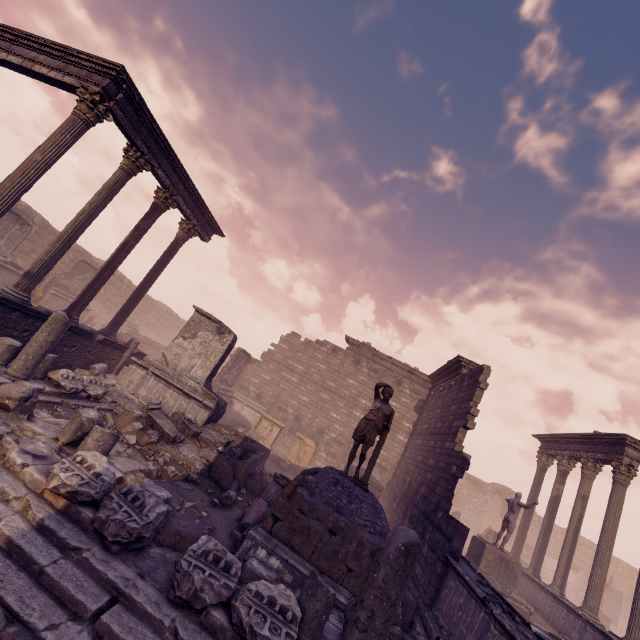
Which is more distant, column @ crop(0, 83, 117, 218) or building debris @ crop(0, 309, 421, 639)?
column @ crop(0, 83, 117, 218)

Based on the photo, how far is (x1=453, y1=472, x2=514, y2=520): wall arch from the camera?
28.6 meters

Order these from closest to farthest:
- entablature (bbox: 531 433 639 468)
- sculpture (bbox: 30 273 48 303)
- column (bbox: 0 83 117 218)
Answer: column (bbox: 0 83 117 218)
entablature (bbox: 531 433 639 468)
sculpture (bbox: 30 273 48 303)

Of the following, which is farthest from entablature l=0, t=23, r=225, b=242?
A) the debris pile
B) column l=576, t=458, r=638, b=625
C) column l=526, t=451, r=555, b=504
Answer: column l=526, t=451, r=555, b=504

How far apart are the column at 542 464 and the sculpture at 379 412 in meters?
14.7 m

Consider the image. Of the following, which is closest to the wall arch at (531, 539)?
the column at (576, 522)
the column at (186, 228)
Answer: the column at (576, 522)

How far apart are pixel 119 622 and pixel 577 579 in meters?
34.7
